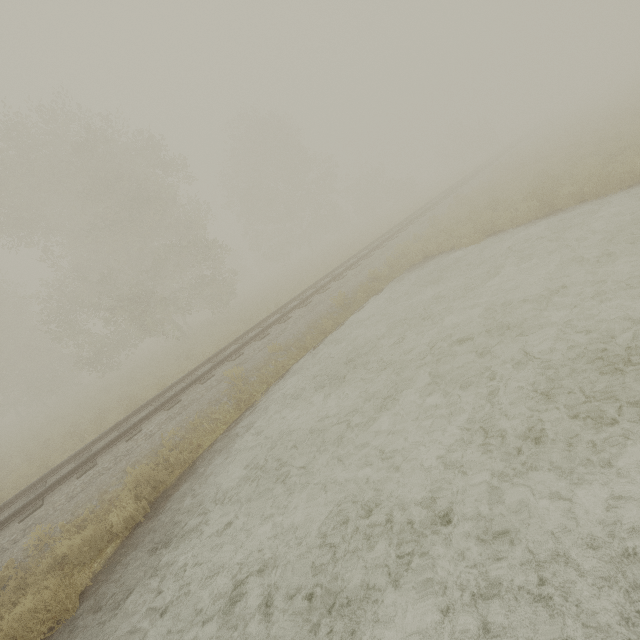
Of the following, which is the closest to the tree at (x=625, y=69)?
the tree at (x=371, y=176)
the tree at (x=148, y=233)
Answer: the tree at (x=371, y=176)

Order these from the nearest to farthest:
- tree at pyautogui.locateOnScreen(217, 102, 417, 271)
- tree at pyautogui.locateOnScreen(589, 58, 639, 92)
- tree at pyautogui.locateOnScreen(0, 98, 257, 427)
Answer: tree at pyautogui.locateOnScreen(0, 98, 257, 427)
tree at pyautogui.locateOnScreen(217, 102, 417, 271)
tree at pyautogui.locateOnScreen(589, 58, 639, 92)

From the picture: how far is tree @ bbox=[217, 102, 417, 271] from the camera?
33.66m

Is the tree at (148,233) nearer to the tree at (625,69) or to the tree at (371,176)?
the tree at (371,176)

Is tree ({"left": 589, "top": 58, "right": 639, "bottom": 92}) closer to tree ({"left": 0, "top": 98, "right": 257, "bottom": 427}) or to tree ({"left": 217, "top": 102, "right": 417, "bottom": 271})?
tree ({"left": 217, "top": 102, "right": 417, "bottom": 271})

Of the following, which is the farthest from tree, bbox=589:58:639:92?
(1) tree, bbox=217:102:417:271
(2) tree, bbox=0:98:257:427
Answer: (2) tree, bbox=0:98:257:427

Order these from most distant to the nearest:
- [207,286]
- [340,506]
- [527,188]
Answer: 1. [207,286]
2. [527,188]
3. [340,506]

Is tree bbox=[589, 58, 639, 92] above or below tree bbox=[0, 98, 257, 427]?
below
